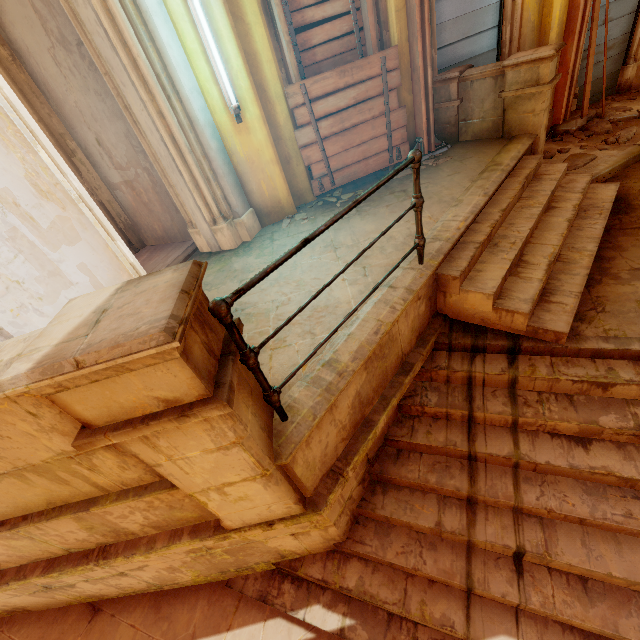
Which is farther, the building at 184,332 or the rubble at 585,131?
the rubble at 585,131

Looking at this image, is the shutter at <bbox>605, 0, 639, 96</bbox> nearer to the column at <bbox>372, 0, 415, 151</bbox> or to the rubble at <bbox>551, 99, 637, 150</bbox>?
the rubble at <bbox>551, 99, 637, 150</bbox>

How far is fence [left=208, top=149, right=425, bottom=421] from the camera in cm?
156

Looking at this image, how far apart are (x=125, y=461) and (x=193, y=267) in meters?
1.3

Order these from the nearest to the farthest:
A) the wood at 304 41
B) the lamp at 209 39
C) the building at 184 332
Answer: the building at 184 332 < the lamp at 209 39 < the wood at 304 41

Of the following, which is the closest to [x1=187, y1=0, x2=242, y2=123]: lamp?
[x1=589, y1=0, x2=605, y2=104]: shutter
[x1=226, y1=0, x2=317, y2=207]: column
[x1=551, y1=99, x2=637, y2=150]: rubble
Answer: [x1=226, y1=0, x2=317, y2=207]: column

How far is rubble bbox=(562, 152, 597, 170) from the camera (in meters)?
4.72

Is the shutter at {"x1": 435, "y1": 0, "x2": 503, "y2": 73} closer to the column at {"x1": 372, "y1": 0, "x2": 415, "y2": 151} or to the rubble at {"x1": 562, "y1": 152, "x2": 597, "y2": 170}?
the column at {"x1": 372, "y1": 0, "x2": 415, "y2": 151}
